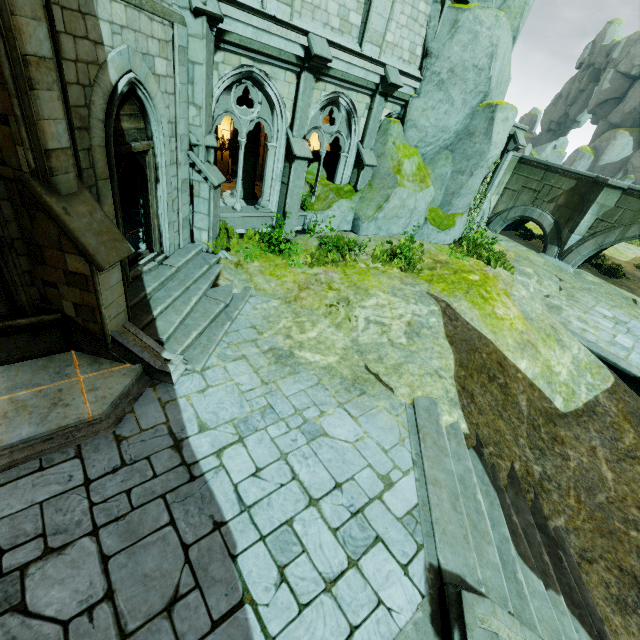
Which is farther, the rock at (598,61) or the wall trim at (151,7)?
the rock at (598,61)

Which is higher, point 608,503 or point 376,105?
point 376,105

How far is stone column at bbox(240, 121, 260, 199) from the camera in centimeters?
1265cm

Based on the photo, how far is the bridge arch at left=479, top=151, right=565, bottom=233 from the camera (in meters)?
19.48

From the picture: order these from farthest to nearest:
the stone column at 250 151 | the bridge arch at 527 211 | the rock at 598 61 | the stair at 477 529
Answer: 1. the rock at 598 61
2. the bridge arch at 527 211
3. the stone column at 250 151
4. the stair at 477 529

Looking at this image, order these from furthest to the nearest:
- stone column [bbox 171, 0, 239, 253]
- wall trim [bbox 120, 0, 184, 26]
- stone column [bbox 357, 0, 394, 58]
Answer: stone column [bbox 357, 0, 394, 58] → stone column [bbox 171, 0, 239, 253] → wall trim [bbox 120, 0, 184, 26]

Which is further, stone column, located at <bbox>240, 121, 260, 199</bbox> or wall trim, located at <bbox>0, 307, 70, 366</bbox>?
stone column, located at <bbox>240, 121, 260, 199</bbox>

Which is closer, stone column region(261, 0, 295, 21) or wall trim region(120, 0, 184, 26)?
wall trim region(120, 0, 184, 26)
